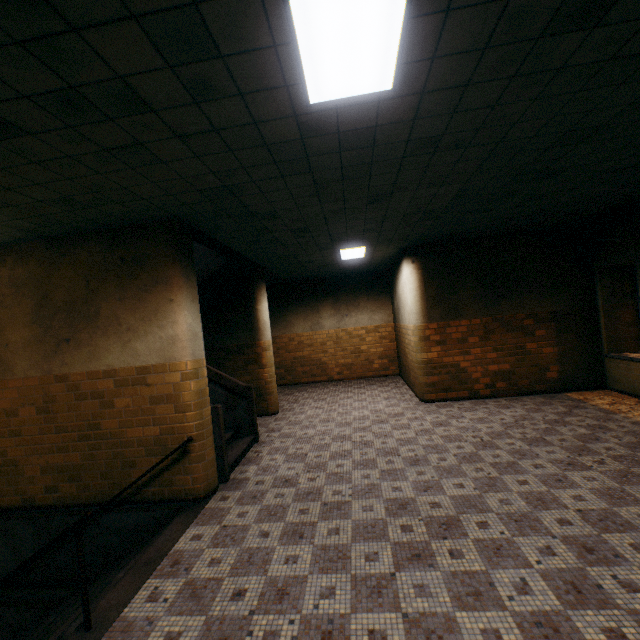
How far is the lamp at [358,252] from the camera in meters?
7.7

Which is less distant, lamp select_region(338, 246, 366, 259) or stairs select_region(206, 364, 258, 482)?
stairs select_region(206, 364, 258, 482)

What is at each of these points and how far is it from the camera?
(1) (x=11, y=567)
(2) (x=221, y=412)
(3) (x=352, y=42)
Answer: (1) stairs, 4.72m
(2) stairs, 5.07m
(3) lamp, 1.93m

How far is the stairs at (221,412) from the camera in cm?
501

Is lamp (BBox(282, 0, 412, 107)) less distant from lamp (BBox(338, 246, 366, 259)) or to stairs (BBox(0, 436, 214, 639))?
stairs (BBox(0, 436, 214, 639))

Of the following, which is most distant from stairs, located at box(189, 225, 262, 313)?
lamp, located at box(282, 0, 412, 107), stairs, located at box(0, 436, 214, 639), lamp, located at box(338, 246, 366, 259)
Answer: lamp, located at box(282, 0, 412, 107)

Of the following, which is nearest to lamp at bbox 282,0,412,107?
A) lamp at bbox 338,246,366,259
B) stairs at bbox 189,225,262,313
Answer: stairs at bbox 189,225,262,313

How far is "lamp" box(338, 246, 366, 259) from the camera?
7.7 meters
